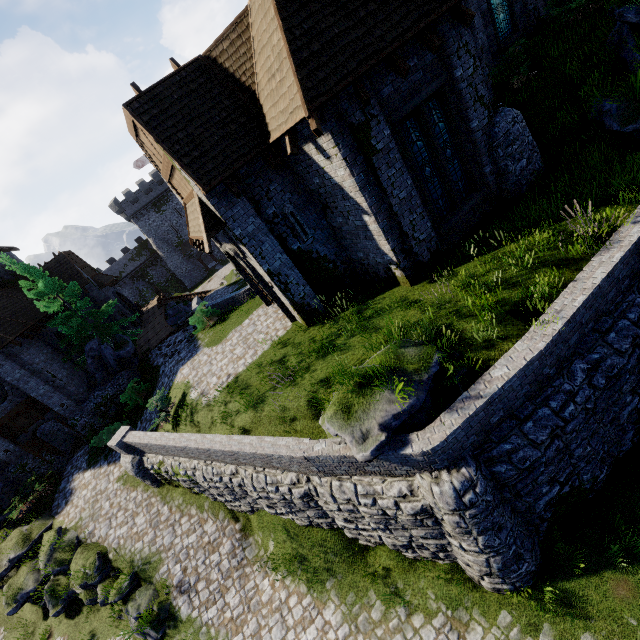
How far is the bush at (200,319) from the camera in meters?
19.3 m

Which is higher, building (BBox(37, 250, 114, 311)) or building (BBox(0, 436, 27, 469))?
building (BBox(37, 250, 114, 311))

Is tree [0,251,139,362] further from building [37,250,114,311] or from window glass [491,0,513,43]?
window glass [491,0,513,43]

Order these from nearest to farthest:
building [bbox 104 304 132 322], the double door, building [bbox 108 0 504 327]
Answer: building [bbox 108 0 504 327]
the double door
building [bbox 104 304 132 322]

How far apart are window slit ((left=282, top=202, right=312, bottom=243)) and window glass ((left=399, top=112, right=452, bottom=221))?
4.05m

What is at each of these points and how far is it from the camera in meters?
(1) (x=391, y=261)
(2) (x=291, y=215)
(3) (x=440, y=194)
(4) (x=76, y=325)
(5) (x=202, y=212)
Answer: (1) building, 10.4 m
(2) window slit, 11.2 m
(3) window glass, 10.4 m
(4) tree, 20.5 m
(5) awning, 10.4 m

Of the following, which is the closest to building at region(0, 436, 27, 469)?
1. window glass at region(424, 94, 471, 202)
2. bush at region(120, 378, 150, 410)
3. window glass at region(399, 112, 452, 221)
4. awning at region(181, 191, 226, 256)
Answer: bush at region(120, 378, 150, 410)

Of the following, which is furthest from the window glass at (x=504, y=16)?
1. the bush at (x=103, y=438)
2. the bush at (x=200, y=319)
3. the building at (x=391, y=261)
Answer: the bush at (x=103, y=438)
